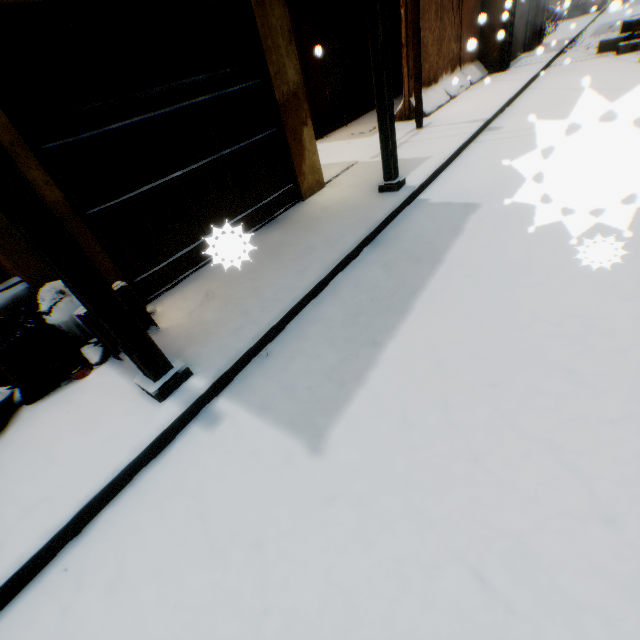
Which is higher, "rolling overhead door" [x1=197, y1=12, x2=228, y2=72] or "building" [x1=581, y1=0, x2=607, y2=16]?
"rolling overhead door" [x1=197, y1=12, x2=228, y2=72]

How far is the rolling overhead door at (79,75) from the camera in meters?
3.0

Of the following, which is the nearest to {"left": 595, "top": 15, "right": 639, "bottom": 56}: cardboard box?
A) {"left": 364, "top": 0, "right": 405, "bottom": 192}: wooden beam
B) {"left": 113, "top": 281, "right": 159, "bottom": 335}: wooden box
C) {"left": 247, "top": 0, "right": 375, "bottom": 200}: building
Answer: {"left": 247, "top": 0, "right": 375, "bottom": 200}: building

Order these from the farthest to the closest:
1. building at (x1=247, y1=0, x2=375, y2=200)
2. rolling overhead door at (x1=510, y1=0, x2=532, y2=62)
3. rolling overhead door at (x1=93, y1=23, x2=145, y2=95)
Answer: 1. rolling overhead door at (x1=510, y1=0, x2=532, y2=62)
2. building at (x1=247, y1=0, x2=375, y2=200)
3. rolling overhead door at (x1=93, y1=23, x2=145, y2=95)

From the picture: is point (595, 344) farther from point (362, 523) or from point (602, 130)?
point (602, 130)

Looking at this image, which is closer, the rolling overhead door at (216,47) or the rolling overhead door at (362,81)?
the rolling overhead door at (216,47)

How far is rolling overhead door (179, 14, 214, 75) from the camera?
3.9m
